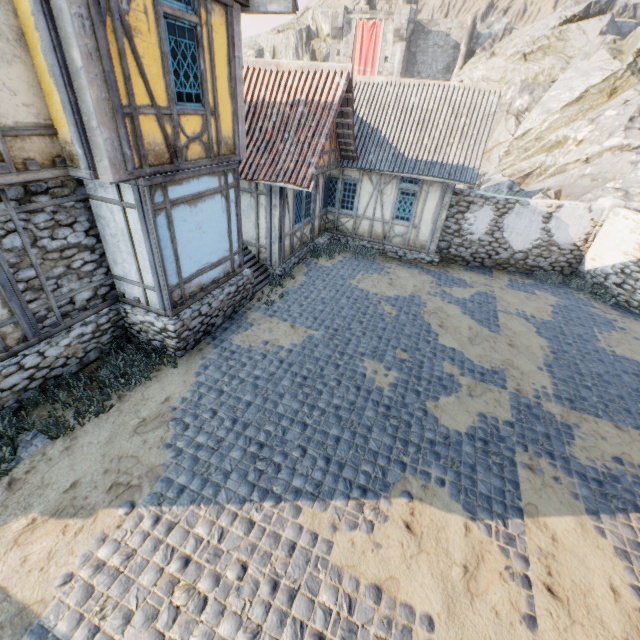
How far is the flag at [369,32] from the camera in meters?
36.4

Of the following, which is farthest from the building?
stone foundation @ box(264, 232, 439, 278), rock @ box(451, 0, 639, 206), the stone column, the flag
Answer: the stone column

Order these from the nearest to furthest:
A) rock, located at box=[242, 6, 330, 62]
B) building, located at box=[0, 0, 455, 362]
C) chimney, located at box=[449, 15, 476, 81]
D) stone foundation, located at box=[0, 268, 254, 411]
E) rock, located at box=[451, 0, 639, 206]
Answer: building, located at box=[0, 0, 455, 362] < stone foundation, located at box=[0, 268, 254, 411] < rock, located at box=[451, 0, 639, 206] < chimney, located at box=[449, 15, 476, 81] < rock, located at box=[242, 6, 330, 62]

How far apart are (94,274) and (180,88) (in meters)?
4.23

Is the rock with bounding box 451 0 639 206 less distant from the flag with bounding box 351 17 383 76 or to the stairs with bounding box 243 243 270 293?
the flag with bounding box 351 17 383 76

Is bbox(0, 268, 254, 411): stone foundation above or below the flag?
below

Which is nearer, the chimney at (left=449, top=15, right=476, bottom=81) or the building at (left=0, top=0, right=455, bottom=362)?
the building at (left=0, top=0, right=455, bottom=362)

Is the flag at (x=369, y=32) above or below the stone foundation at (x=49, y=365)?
above
